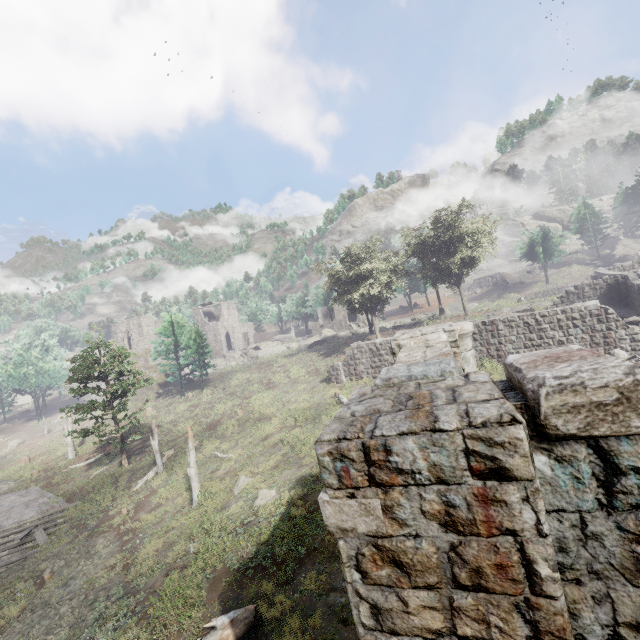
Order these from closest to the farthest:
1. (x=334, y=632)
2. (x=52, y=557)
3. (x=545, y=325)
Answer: (x=334, y=632) < (x=52, y=557) < (x=545, y=325)

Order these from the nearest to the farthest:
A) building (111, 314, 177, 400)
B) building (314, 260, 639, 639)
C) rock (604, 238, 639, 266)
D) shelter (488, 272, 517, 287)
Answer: building (314, 260, 639, 639) < building (111, 314, 177, 400) < rock (604, 238, 639, 266) < shelter (488, 272, 517, 287)

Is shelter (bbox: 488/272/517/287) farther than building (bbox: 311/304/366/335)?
Yes

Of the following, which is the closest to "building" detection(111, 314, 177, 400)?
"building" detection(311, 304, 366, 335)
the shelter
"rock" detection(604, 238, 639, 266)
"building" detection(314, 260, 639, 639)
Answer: "building" detection(311, 304, 366, 335)

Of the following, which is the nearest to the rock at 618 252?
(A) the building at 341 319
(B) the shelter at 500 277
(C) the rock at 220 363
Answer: (B) the shelter at 500 277

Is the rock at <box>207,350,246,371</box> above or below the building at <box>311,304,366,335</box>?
below

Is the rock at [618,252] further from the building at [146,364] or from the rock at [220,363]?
the building at [146,364]

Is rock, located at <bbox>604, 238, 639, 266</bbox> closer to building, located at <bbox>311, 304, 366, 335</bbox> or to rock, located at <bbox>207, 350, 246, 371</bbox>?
building, located at <bbox>311, 304, 366, 335</bbox>
